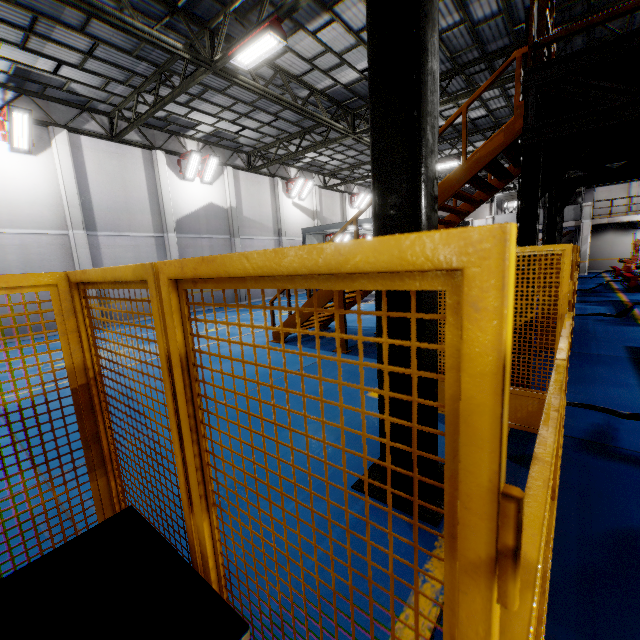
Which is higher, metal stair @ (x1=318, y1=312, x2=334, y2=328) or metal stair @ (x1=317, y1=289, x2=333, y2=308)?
metal stair @ (x1=317, y1=289, x2=333, y2=308)

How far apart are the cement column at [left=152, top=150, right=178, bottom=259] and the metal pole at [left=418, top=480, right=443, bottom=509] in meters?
15.3 m

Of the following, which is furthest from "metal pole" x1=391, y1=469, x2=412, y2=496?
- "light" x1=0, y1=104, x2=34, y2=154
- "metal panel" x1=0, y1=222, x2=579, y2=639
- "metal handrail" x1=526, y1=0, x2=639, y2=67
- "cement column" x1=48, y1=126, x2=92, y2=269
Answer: "cement column" x1=48, y1=126, x2=92, y2=269

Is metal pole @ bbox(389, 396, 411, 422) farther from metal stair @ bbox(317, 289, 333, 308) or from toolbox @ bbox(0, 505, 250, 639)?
metal stair @ bbox(317, 289, 333, 308)

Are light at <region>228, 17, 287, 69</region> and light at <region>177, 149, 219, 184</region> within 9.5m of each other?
yes

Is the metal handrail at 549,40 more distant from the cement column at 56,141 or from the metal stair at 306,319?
the cement column at 56,141

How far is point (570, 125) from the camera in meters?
3.4

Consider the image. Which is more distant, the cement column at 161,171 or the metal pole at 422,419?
the cement column at 161,171
